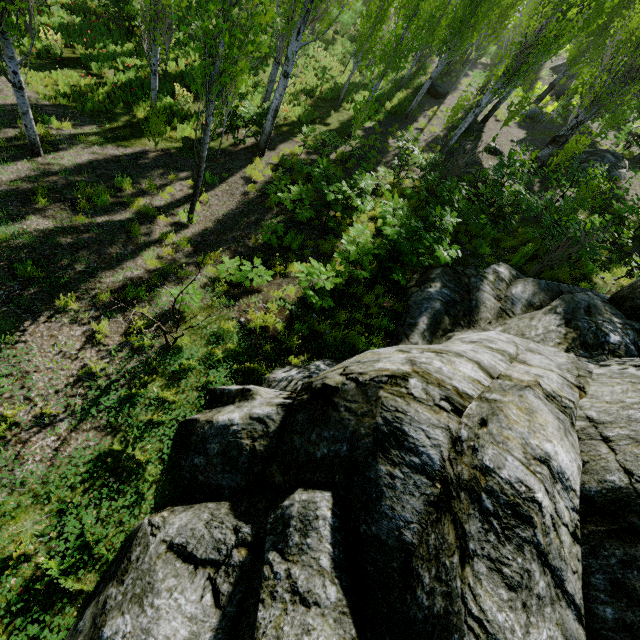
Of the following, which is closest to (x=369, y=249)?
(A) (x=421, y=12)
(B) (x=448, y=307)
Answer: (B) (x=448, y=307)

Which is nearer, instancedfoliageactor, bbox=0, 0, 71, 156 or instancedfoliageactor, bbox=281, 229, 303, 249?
instancedfoliageactor, bbox=0, 0, 71, 156

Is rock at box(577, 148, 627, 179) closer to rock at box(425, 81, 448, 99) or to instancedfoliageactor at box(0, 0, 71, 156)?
instancedfoliageactor at box(0, 0, 71, 156)

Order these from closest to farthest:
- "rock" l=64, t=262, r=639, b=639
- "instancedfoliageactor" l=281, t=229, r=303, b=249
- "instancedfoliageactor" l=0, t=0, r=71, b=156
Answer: "rock" l=64, t=262, r=639, b=639 → "instancedfoliageactor" l=0, t=0, r=71, b=156 → "instancedfoliageactor" l=281, t=229, r=303, b=249

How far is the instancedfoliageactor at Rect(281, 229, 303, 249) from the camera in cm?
788

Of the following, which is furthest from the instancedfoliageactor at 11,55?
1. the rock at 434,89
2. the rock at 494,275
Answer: the rock at 434,89

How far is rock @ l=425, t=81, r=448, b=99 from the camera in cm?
2222

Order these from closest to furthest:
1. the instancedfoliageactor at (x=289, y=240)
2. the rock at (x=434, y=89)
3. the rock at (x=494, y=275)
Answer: the rock at (x=494, y=275) < the instancedfoliageactor at (x=289, y=240) < the rock at (x=434, y=89)
